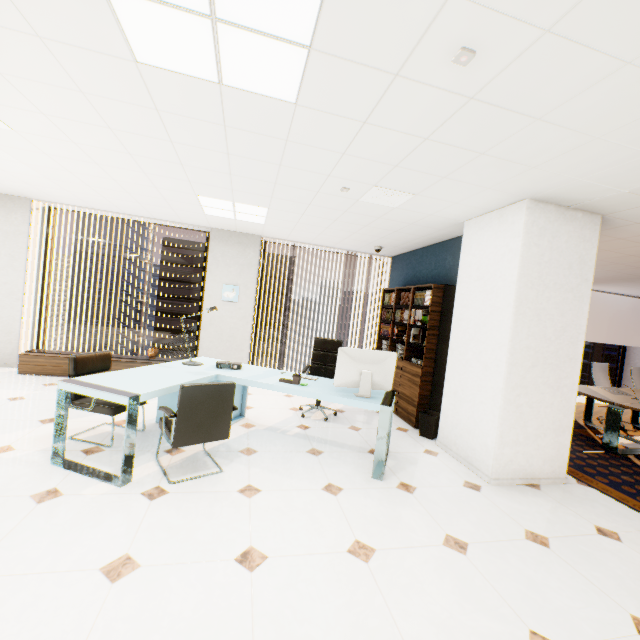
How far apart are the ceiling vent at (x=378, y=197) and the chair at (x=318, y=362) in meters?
2.2 m

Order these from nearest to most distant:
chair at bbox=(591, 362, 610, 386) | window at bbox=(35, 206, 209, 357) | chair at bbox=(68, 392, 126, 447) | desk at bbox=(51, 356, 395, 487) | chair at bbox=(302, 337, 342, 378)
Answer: desk at bbox=(51, 356, 395, 487) → chair at bbox=(68, 392, 126, 447) → chair at bbox=(302, 337, 342, 378) → window at bbox=(35, 206, 209, 357) → chair at bbox=(591, 362, 610, 386)

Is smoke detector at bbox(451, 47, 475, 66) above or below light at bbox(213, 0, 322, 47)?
below

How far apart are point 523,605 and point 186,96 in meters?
3.9

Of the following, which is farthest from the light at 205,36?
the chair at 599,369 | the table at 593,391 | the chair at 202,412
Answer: the chair at 599,369

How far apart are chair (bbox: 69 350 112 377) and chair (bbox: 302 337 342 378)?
2.08m

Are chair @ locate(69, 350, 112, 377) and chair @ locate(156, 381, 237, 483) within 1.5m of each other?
yes

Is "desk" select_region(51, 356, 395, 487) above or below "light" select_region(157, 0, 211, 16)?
below
